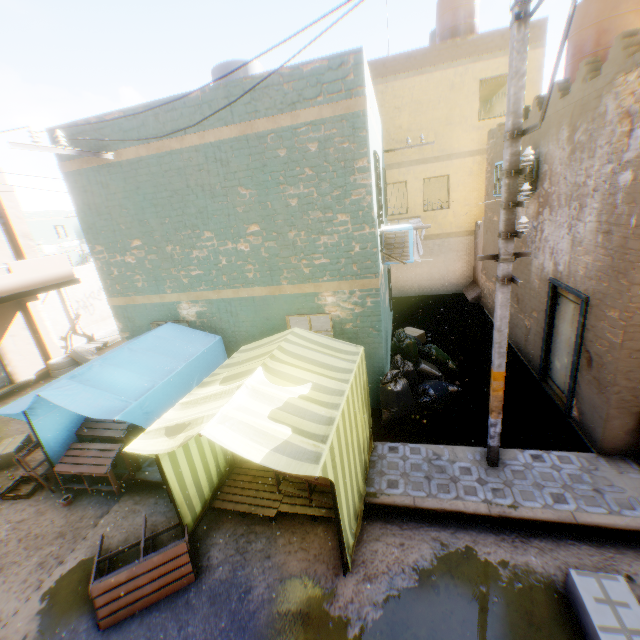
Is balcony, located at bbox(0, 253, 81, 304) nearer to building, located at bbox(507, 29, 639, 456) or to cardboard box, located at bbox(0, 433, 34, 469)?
building, located at bbox(507, 29, 639, 456)

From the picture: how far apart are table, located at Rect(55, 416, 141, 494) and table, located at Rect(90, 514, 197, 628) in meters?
1.1

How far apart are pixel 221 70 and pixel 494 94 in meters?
14.9

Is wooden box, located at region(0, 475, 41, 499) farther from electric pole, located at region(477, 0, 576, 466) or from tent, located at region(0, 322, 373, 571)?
electric pole, located at region(477, 0, 576, 466)

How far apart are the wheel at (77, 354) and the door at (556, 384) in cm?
804

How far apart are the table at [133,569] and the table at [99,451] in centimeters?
106cm

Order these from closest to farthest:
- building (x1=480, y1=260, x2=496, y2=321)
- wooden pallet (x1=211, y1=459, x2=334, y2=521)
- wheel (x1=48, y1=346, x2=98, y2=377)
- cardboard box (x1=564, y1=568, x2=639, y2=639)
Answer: cardboard box (x1=564, y1=568, x2=639, y2=639), wooden pallet (x1=211, y1=459, x2=334, y2=521), building (x1=480, y1=260, x2=496, y2=321), wheel (x1=48, y1=346, x2=98, y2=377)

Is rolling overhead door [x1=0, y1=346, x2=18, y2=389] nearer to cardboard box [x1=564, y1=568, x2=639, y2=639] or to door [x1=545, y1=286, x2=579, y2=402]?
door [x1=545, y1=286, x2=579, y2=402]
